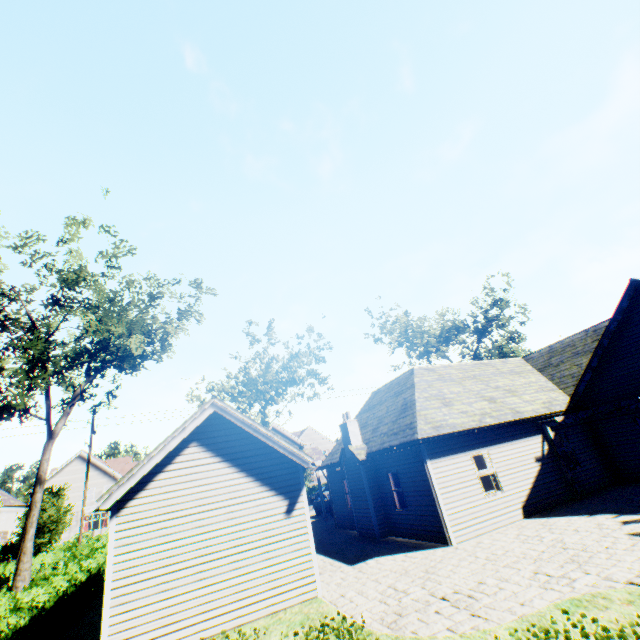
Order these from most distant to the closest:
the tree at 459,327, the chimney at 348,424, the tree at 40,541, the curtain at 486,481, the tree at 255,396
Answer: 1. the tree at 459,327
2. the tree at 255,396
3. the tree at 40,541
4. the chimney at 348,424
5. the curtain at 486,481

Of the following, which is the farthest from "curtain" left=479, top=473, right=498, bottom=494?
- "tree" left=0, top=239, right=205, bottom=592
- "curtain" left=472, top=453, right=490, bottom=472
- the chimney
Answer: "tree" left=0, top=239, right=205, bottom=592

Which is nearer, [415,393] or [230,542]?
[230,542]

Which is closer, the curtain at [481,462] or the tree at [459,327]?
the curtain at [481,462]

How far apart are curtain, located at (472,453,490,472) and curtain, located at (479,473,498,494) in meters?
0.1 m

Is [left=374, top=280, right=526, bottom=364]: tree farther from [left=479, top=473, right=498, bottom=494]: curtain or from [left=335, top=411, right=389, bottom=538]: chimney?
[left=479, top=473, right=498, bottom=494]: curtain

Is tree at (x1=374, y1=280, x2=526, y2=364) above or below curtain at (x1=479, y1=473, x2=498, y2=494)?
above

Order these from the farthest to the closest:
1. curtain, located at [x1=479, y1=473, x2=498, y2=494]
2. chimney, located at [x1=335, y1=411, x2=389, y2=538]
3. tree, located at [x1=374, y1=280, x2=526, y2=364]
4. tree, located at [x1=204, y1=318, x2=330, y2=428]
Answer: tree, located at [x1=374, y1=280, x2=526, y2=364] < tree, located at [x1=204, y1=318, x2=330, y2=428] < chimney, located at [x1=335, y1=411, x2=389, y2=538] < curtain, located at [x1=479, y1=473, x2=498, y2=494]
